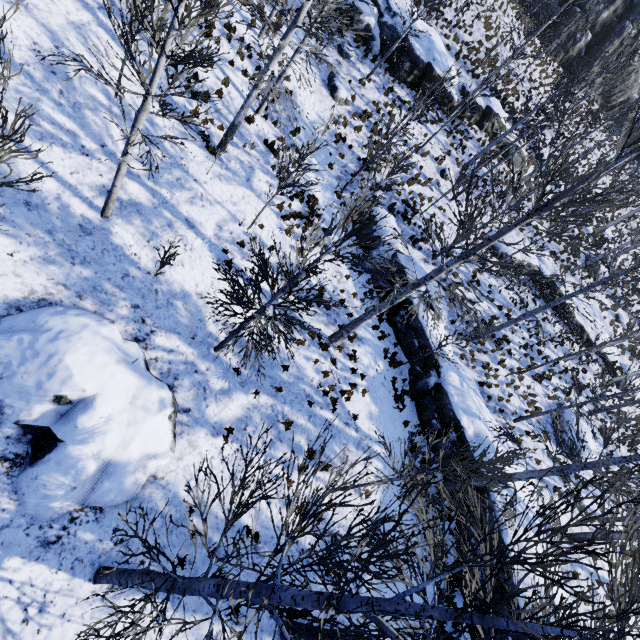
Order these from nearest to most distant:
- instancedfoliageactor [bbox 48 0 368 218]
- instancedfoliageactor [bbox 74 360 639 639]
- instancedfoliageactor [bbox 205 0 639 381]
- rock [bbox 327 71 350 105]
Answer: instancedfoliageactor [bbox 74 360 639 639], instancedfoliageactor [bbox 48 0 368 218], instancedfoliageactor [bbox 205 0 639 381], rock [bbox 327 71 350 105]

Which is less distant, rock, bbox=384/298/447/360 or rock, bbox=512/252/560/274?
rock, bbox=384/298/447/360

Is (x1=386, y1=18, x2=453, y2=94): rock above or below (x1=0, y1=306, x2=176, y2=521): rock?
above

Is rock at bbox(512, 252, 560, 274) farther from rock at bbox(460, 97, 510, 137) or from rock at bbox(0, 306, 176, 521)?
rock at bbox(0, 306, 176, 521)

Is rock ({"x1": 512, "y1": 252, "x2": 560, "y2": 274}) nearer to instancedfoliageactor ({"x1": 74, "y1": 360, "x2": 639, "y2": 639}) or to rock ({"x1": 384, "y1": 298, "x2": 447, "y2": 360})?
instancedfoliageactor ({"x1": 74, "y1": 360, "x2": 639, "y2": 639})

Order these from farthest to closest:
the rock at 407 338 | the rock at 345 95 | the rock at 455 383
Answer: the rock at 345 95
the rock at 407 338
the rock at 455 383

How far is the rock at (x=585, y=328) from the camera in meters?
22.9

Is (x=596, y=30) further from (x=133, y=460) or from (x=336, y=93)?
(x=133, y=460)
